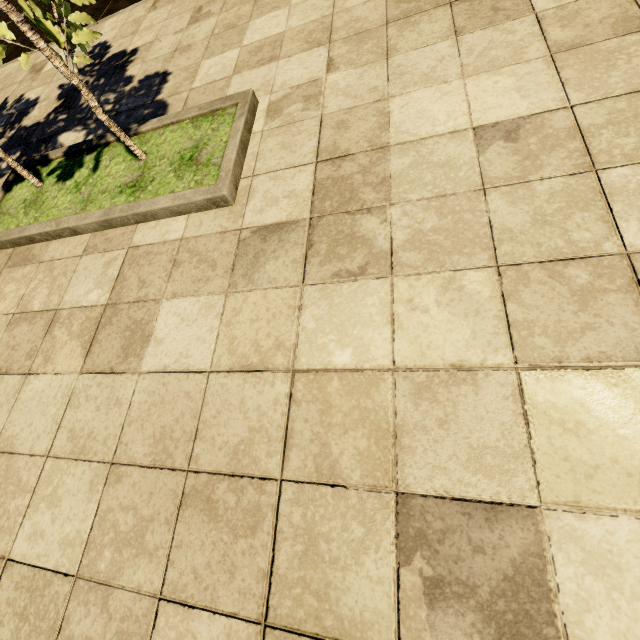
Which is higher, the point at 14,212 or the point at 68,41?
the point at 68,41
